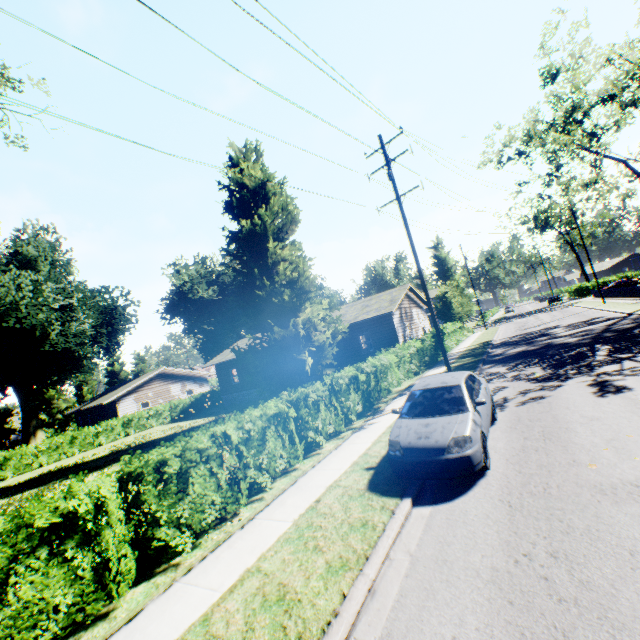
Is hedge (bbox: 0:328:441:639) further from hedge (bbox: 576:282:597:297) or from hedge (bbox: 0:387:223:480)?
hedge (bbox: 576:282:597:297)

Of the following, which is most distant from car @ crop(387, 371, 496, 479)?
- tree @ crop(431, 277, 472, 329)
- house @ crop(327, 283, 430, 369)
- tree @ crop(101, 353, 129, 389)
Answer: tree @ crop(431, 277, 472, 329)

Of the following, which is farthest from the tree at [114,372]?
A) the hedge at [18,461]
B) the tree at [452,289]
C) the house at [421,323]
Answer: the tree at [452,289]

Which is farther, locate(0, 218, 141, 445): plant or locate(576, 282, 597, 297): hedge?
locate(576, 282, 597, 297): hedge

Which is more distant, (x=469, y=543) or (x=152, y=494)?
(x=152, y=494)

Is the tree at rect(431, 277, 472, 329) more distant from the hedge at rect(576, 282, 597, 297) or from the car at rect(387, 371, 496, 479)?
the hedge at rect(576, 282, 597, 297)

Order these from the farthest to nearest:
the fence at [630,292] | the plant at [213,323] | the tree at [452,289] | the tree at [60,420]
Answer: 1. the tree at [60,420]
2. the tree at [452,289]
3. the fence at [630,292]
4. the plant at [213,323]
